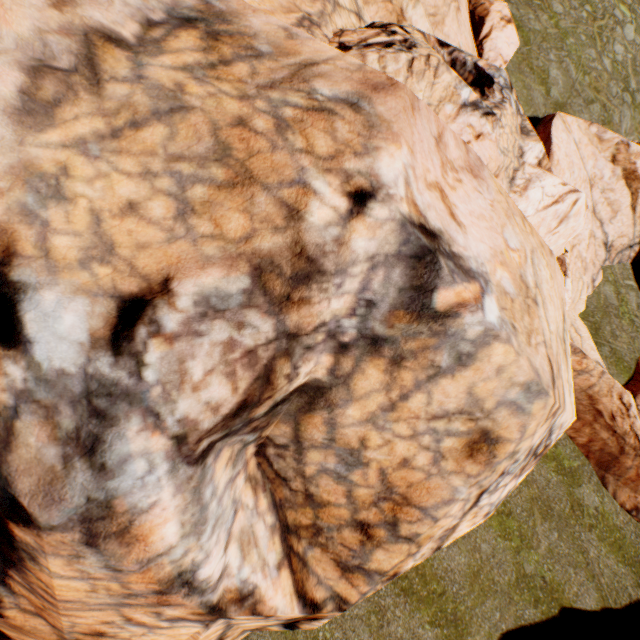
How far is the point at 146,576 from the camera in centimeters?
271cm
